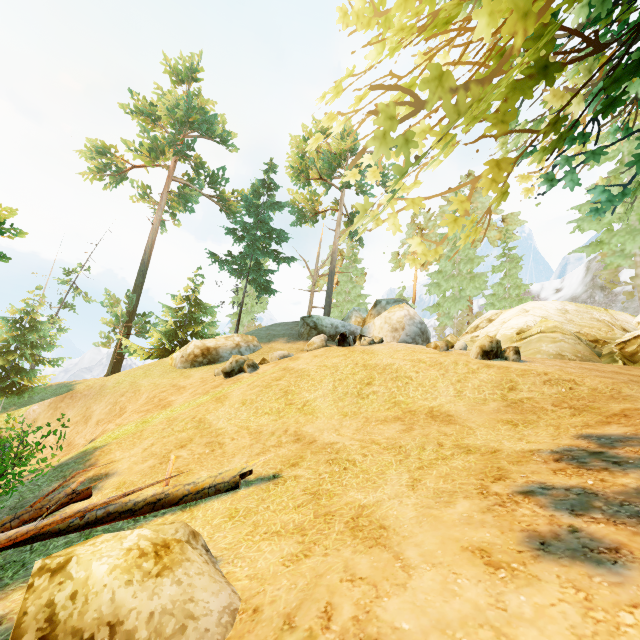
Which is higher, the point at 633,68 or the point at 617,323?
the point at 617,323

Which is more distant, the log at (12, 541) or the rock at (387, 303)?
the rock at (387, 303)

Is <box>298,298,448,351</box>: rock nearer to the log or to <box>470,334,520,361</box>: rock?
<box>470,334,520,361</box>: rock

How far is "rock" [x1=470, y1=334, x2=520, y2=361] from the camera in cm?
926

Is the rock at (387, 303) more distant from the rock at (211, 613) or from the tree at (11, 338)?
the rock at (211, 613)

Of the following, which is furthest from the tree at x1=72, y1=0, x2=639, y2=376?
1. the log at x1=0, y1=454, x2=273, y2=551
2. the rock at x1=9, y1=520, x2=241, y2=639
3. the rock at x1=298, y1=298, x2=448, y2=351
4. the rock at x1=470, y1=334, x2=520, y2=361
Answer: the rock at x1=470, y1=334, x2=520, y2=361

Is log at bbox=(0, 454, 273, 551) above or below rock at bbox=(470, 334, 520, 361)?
below

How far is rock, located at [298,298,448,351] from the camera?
14.0 meters
